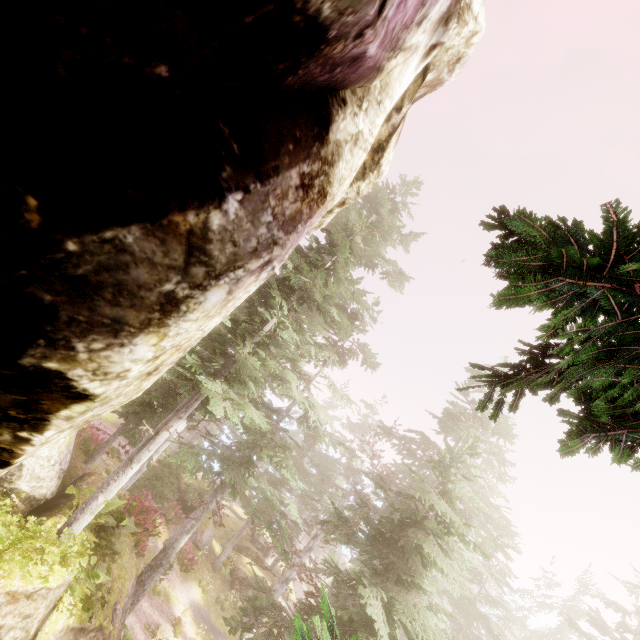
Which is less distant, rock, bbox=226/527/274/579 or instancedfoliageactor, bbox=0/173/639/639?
instancedfoliageactor, bbox=0/173/639/639

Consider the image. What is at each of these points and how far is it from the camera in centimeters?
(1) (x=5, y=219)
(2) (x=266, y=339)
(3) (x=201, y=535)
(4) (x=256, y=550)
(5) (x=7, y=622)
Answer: (1) rock, 151cm
(2) instancedfoliageactor, 1077cm
(3) rock, 2416cm
(4) rock, 2944cm
(5) rock, 631cm

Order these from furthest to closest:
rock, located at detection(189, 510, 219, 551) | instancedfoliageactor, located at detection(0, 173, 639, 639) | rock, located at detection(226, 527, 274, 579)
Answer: rock, located at detection(226, 527, 274, 579), rock, located at detection(189, 510, 219, 551), instancedfoliageactor, located at detection(0, 173, 639, 639)

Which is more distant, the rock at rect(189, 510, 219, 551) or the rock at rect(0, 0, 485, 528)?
the rock at rect(189, 510, 219, 551)

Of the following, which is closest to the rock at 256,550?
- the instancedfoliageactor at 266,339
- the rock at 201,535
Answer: the instancedfoliageactor at 266,339

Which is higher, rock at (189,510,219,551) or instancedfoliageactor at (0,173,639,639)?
instancedfoliageactor at (0,173,639,639)

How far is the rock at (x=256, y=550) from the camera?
26.12m

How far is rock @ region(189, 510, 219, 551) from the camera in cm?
2379
